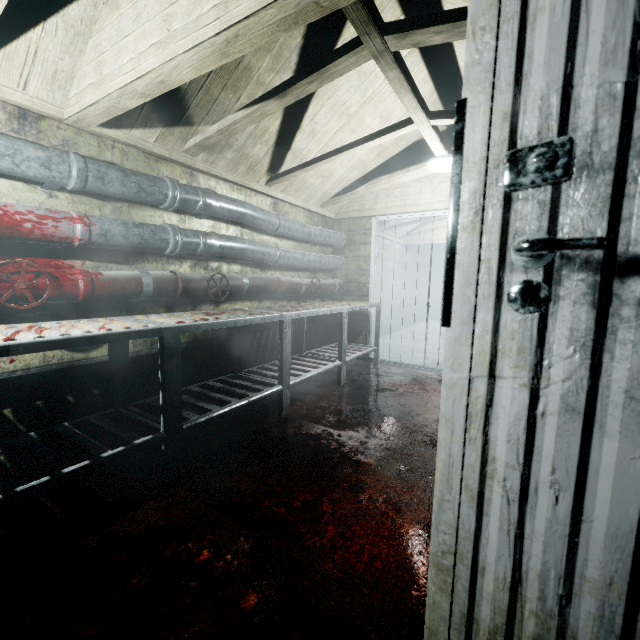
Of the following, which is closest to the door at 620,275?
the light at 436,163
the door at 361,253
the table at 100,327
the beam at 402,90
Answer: the beam at 402,90

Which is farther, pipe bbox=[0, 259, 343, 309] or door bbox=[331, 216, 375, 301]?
door bbox=[331, 216, 375, 301]

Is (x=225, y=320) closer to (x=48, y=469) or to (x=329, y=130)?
(x=48, y=469)

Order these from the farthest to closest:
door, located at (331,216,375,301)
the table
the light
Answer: door, located at (331,216,375,301)
the light
the table

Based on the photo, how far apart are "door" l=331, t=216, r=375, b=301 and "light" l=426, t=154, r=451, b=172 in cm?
101

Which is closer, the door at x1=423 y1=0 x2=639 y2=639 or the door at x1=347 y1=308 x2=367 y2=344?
the door at x1=423 y1=0 x2=639 y2=639

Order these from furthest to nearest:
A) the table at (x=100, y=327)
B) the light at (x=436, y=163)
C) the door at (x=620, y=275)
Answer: the light at (x=436, y=163)
the table at (x=100, y=327)
the door at (x=620, y=275)
